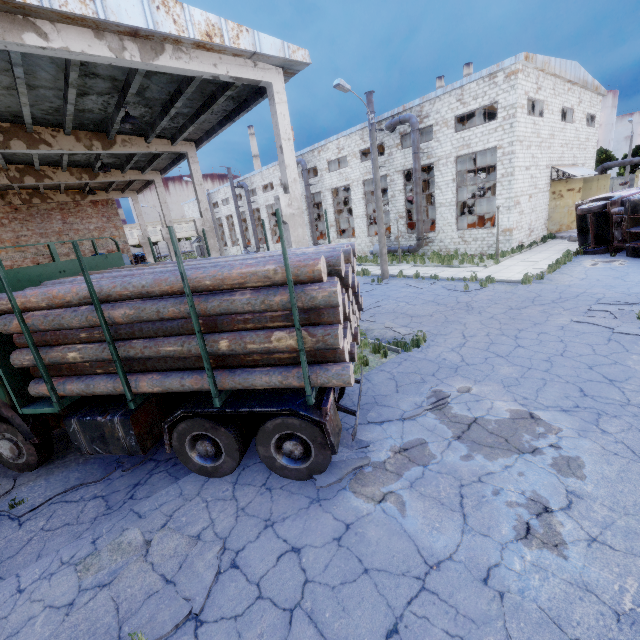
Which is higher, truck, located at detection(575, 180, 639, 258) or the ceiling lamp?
the ceiling lamp

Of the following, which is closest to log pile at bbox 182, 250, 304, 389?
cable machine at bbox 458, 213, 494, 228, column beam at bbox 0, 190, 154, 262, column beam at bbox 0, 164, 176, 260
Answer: column beam at bbox 0, 164, 176, 260

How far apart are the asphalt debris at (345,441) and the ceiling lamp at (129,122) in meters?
10.0

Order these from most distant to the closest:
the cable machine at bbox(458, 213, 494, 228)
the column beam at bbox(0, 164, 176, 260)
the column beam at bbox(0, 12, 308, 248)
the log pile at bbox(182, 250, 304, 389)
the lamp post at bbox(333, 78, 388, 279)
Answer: the cable machine at bbox(458, 213, 494, 228) → the lamp post at bbox(333, 78, 388, 279) → the column beam at bbox(0, 164, 176, 260) → the column beam at bbox(0, 12, 308, 248) → the log pile at bbox(182, 250, 304, 389)

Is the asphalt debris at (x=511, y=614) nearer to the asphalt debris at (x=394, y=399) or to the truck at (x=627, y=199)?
the asphalt debris at (x=394, y=399)

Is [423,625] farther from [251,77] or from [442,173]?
[442,173]

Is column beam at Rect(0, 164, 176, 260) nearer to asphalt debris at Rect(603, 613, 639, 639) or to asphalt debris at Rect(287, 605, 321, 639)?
asphalt debris at Rect(287, 605, 321, 639)

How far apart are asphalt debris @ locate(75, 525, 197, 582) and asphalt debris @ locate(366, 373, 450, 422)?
3.3 meters
